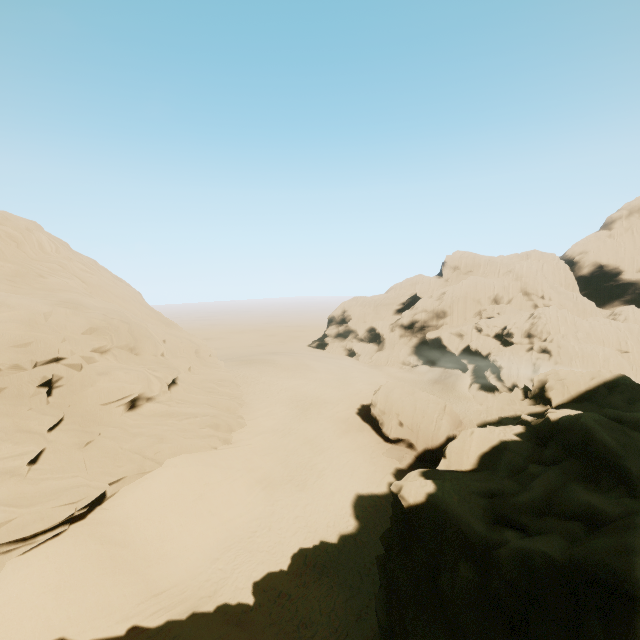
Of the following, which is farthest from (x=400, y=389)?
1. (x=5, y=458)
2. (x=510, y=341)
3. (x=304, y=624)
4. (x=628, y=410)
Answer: (x=5, y=458)

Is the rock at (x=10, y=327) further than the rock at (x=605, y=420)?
Yes

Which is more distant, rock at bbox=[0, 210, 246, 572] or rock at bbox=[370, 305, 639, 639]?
rock at bbox=[0, 210, 246, 572]
